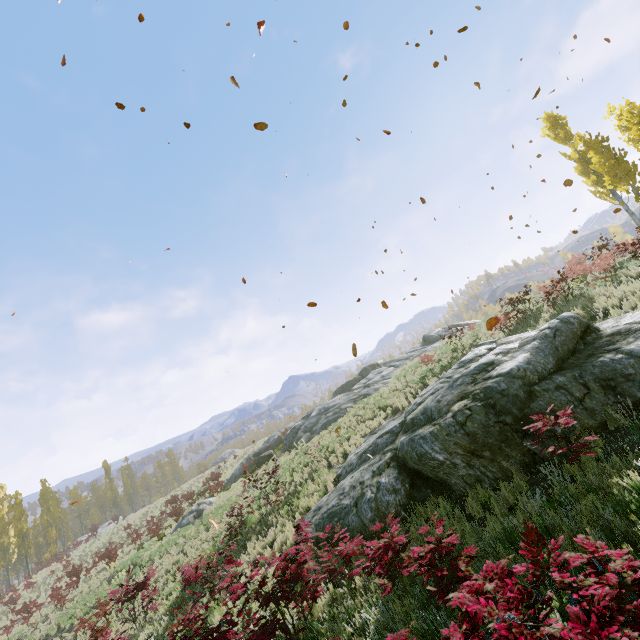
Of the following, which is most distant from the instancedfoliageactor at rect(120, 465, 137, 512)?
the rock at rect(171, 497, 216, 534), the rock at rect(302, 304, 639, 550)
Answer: the rock at rect(171, 497, 216, 534)

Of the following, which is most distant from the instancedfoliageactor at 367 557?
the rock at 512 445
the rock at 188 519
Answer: the rock at 188 519

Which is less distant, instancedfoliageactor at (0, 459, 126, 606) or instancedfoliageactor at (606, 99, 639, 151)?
instancedfoliageactor at (606, 99, 639, 151)

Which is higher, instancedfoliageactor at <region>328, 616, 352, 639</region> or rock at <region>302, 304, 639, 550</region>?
rock at <region>302, 304, 639, 550</region>

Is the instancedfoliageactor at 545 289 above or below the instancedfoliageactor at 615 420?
above

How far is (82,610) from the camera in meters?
17.8

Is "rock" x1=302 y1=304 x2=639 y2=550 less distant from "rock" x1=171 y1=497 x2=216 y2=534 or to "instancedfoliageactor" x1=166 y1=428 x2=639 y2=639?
"instancedfoliageactor" x1=166 y1=428 x2=639 y2=639
